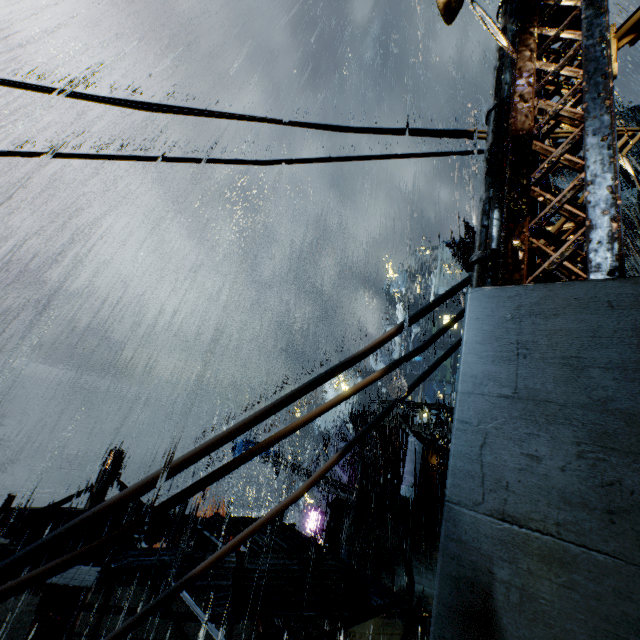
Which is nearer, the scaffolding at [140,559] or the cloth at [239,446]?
the scaffolding at [140,559]

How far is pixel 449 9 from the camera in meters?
5.2 m

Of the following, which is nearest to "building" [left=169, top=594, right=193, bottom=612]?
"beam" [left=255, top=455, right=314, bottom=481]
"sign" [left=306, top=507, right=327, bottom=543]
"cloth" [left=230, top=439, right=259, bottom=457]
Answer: "beam" [left=255, top=455, right=314, bottom=481]

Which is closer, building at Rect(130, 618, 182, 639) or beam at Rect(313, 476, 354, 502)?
building at Rect(130, 618, 182, 639)

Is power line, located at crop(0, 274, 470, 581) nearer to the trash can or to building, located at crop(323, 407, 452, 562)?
building, located at crop(323, 407, 452, 562)

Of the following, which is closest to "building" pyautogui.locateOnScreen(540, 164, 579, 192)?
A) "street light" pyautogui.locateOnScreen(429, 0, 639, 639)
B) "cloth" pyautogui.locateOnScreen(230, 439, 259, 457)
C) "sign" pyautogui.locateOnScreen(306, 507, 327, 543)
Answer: "street light" pyautogui.locateOnScreen(429, 0, 639, 639)

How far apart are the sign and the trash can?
6.89m

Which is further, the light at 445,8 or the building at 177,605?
the building at 177,605
